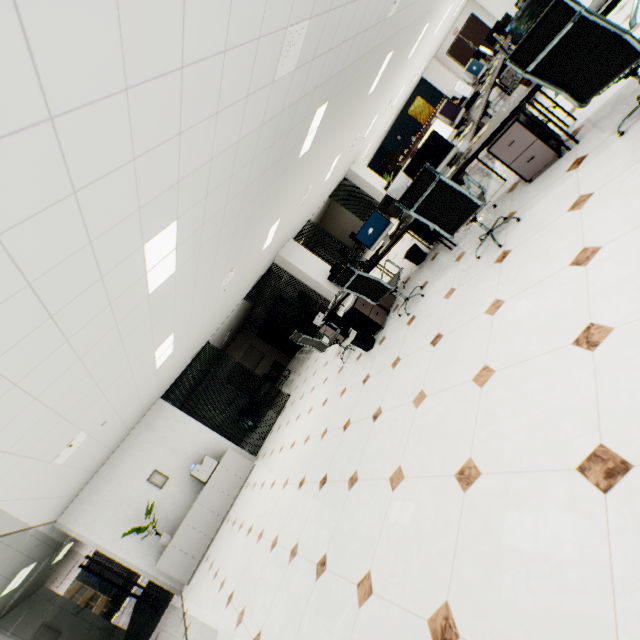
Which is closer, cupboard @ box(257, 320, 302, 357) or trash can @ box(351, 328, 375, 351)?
trash can @ box(351, 328, 375, 351)

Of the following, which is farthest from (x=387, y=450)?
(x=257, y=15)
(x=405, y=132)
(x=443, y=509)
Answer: (x=405, y=132)

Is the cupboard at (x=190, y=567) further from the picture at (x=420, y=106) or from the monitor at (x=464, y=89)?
the picture at (x=420, y=106)

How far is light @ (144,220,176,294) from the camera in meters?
3.3

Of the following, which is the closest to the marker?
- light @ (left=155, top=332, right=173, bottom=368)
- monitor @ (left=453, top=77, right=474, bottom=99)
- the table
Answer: light @ (left=155, top=332, right=173, bottom=368)

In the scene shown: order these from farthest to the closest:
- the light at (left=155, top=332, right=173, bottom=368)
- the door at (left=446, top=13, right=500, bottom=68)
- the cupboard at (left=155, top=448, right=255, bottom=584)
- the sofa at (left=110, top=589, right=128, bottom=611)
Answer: the door at (left=446, top=13, right=500, bottom=68) → the sofa at (left=110, top=589, right=128, bottom=611) → the cupboard at (left=155, top=448, right=255, bottom=584) → the light at (left=155, top=332, right=173, bottom=368)

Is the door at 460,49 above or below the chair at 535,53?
above

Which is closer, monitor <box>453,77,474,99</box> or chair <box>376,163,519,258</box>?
chair <box>376,163,519,258</box>
